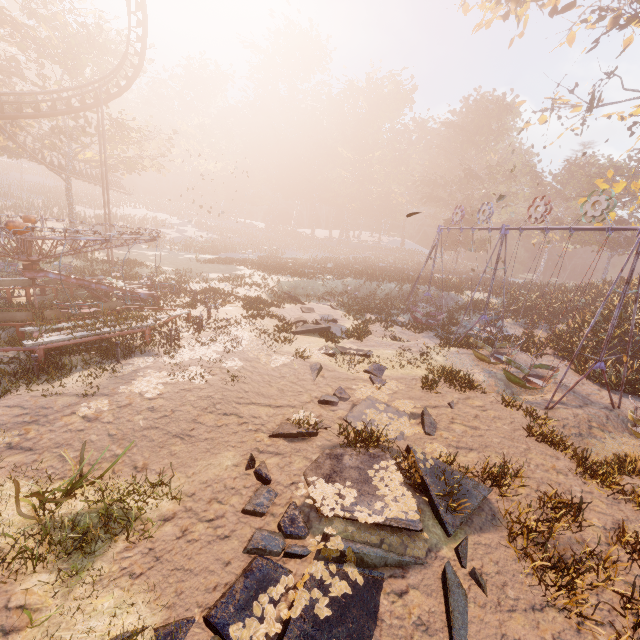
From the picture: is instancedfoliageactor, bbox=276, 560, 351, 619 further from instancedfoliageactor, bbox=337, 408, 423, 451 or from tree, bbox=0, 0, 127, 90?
tree, bbox=0, 0, 127, 90

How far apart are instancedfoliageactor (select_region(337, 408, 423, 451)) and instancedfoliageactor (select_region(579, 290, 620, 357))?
13.1 meters

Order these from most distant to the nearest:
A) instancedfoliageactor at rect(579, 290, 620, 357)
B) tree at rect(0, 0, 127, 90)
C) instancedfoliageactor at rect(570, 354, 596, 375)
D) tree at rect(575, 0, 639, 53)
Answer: tree at rect(0, 0, 127, 90), tree at rect(575, 0, 639, 53), instancedfoliageactor at rect(579, 290, 620, 357), instancedfoliageactor at rect(570, 354, 596, 375)

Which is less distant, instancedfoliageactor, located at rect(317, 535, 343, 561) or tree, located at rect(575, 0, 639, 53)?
instancedfoliageactor, located at rect(317, 535, 343, 561)

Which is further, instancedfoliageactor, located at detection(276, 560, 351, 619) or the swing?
the swing

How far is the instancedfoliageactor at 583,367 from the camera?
14.1m

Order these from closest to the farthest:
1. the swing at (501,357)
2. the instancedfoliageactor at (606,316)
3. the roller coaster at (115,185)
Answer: the swing at (501,357) < the instancedfoliageactor at (606,316) < the roller coaster at (115,185)

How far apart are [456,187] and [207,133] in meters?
45.6 m
